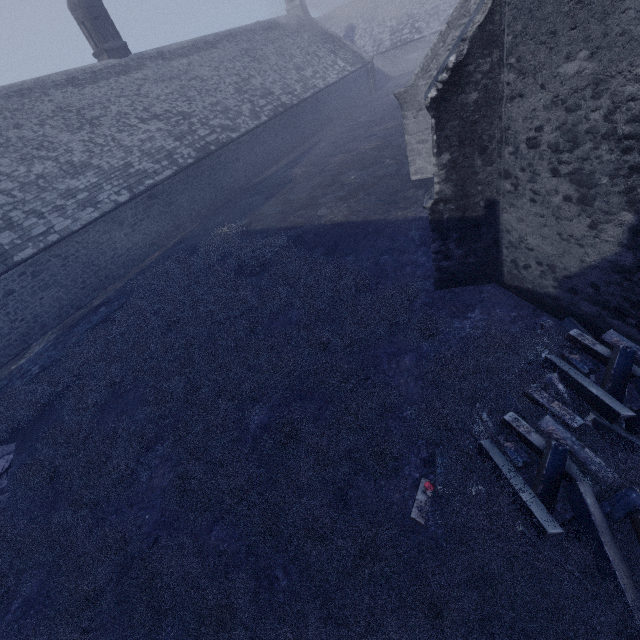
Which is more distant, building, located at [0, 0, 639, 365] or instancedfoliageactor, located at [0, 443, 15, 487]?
instancedfoliageactor, located at [0, 443, 15, 487]

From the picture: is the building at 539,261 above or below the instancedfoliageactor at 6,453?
above

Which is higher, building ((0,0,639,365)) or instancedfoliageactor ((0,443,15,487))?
building ((0,0,639,365))

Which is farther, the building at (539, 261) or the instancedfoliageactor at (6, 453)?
the instancedfoliageactor at (6, 453)

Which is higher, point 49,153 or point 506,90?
point 49,153
